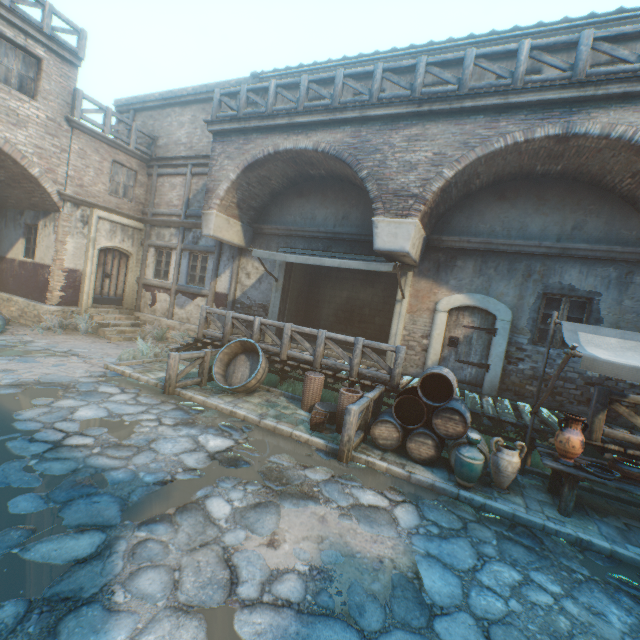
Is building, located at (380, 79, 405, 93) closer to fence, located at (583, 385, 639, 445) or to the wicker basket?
fence, located at (583, 385, 639, 445)

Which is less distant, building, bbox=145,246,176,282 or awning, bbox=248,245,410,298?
awning, bbox=248,245,410,298

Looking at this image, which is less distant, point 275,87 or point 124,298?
point 275,87

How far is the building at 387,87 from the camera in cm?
947

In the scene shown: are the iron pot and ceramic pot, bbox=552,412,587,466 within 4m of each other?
yes

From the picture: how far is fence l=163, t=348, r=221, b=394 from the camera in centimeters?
732cm

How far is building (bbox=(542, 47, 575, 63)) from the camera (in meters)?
7.76

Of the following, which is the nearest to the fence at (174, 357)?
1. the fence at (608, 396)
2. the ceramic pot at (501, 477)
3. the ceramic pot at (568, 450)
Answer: the ceramic pot at (501, 477)
